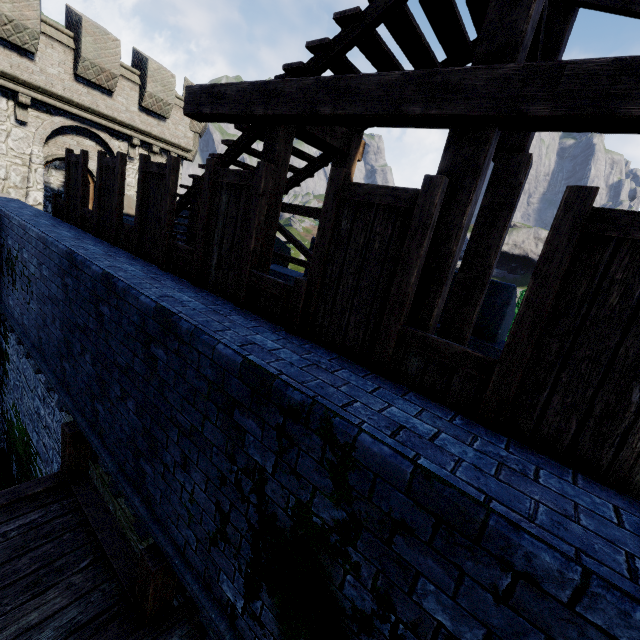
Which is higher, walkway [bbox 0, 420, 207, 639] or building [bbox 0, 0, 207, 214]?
building [bbox 0, 0, 207, 214]

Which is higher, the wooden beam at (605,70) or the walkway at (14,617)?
the wooden beam at (605,70)

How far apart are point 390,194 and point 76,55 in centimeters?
1566cm

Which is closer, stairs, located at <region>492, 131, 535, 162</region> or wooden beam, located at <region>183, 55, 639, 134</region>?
wooden beam, located at <region>183, 55, 639, 134</region>

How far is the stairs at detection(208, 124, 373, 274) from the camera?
4.4m

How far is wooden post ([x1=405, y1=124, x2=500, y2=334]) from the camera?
2.8 meters

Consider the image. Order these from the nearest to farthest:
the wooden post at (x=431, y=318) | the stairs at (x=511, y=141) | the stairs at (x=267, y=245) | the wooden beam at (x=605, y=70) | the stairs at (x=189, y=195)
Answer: the wooden beam at (x=605, y=70) → the wooden post at (x=431, y=318) → the stairs at (x=511, y=141) → the stairs at (x=267, y=245) → the stairs at (x=189, y=195)

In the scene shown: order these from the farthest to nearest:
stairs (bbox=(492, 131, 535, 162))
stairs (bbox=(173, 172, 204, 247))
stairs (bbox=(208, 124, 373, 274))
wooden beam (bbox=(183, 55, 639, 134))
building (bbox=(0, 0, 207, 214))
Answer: building (bbox=(0, 0, 207, 214))
stairs (bbox=(173, 172, 204, 247))
stairs (bbox=(208, 124, 373, 274))
stairs (bbox=(492, 131, 535, 162))
wooden beam (bbox=(183, 55, 639, 134))
